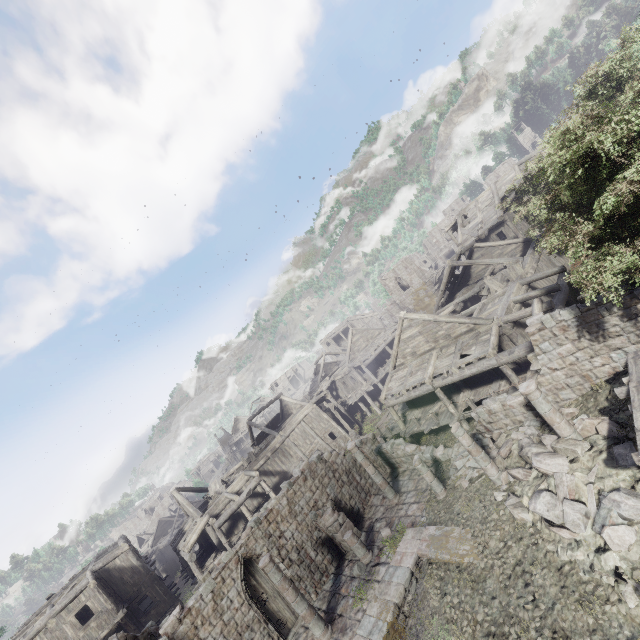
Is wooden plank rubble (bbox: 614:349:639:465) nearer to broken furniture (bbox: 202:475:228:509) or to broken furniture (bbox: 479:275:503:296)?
broken furniture (bbox: 479:275:503:296)

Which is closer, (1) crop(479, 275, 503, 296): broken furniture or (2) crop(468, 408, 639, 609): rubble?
(2) crop(468, 408, 639, 609): rubble

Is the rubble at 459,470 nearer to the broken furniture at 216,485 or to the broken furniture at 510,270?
the broken furniture at 510,270

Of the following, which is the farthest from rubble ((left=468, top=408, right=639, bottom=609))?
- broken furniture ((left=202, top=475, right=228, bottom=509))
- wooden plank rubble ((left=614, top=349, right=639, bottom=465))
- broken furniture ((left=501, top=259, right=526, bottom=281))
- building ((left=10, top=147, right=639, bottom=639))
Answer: broken furniture ((left=202, top=475, right=228, bottom=509))

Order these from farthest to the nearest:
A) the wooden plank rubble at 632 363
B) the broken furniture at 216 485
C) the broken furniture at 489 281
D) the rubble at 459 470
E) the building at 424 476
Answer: the broken furniture at 216 485, the broken furniture at 489 281, the rubble at 459 470, the building at 424 476, the wooden plank rubble at 632 363

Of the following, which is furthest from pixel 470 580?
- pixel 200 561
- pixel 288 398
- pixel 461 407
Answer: pixel 288 398

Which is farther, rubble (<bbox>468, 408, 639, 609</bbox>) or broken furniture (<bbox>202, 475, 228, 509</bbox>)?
broken furniture (<bbox>202, 475, 228, 509</bbox>)

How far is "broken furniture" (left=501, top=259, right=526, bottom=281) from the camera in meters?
20.7 m
